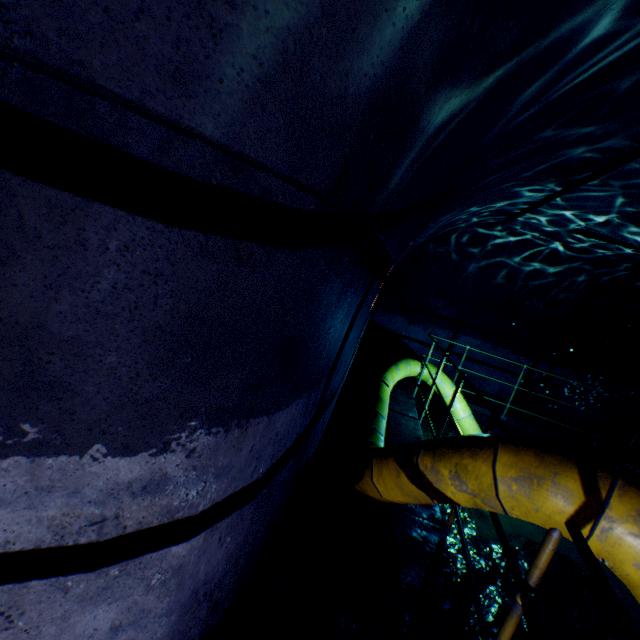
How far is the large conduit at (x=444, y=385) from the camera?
6.5m

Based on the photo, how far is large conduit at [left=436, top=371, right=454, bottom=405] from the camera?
6.5m

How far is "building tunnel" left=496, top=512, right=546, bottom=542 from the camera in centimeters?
473cm

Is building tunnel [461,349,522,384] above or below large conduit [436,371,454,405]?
above

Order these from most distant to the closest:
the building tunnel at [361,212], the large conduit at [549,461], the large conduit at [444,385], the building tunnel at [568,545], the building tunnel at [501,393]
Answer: the building tunnel at [501,393] < the large conduit at [444,385] < the building tunnel at [568,545] < the large conduit at [549,461] < the building tunnel at [361,212]

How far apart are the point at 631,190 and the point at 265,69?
4.5m
